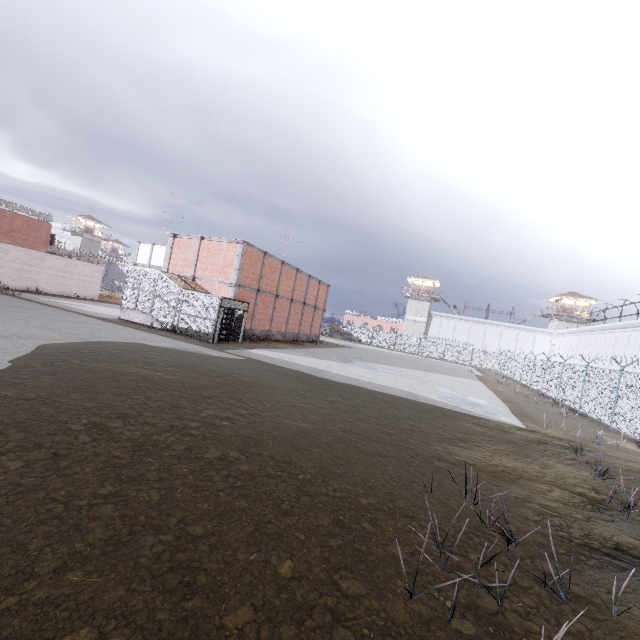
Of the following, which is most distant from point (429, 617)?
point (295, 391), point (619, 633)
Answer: point (295, 391)

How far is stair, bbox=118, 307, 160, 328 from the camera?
21.5 meters

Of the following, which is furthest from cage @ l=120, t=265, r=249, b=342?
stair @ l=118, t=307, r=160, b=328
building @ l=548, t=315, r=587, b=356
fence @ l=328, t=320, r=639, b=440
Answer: building @ l=548, t=315, r=587, b=356

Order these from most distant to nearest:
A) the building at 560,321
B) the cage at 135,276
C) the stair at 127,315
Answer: the building at 560,321 < the stair at 127,315 < the cage at 135,276

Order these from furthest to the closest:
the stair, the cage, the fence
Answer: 1. the stair
2. the cage
3. the fence

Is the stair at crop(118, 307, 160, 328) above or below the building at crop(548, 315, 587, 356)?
below

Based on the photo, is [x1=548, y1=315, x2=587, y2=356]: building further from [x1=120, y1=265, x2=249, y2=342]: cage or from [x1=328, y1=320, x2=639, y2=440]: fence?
[x1=120, y1=265, x2=249, y2=342]: cage

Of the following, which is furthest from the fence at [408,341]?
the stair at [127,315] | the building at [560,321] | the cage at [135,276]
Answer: the stair at [127,315]
